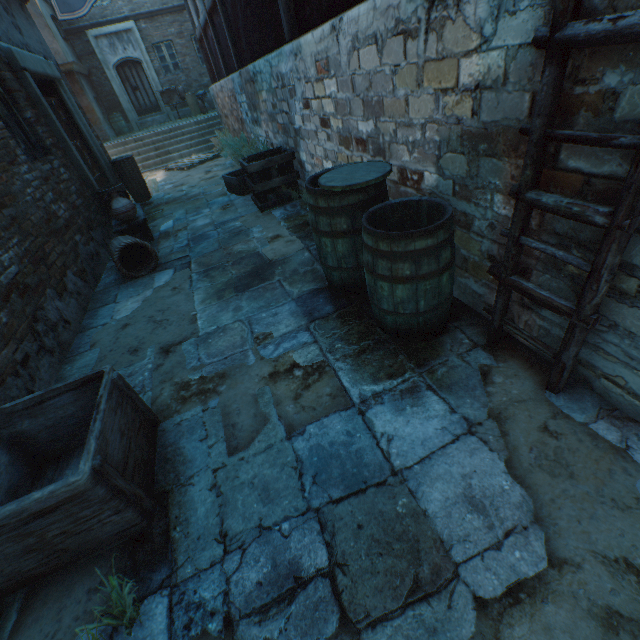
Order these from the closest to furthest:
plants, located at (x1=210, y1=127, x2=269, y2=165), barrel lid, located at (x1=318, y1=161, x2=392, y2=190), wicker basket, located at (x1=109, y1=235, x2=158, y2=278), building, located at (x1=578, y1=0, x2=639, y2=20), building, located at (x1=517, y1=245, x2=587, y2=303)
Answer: building, located at (x1=578, y1=0, x2=639, y2=20) → building, located at (x1=517, y1=245, x2=587, y2=303) → barrel lid, located at (x1=318, y1=161, x2=392, y2=190) → wicker basket, located at (x1=109, y1=235, x2=158, y2=278) → plants, located at (x1=210, y1=127, x2=269, y2=165)

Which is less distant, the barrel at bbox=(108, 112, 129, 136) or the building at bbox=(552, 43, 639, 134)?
the building at bbox=(552, 43, 639, 134)

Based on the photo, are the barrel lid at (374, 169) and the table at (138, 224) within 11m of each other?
yes

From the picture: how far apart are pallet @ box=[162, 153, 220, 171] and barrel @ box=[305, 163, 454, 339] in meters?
10.1 m

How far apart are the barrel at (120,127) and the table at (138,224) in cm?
1520

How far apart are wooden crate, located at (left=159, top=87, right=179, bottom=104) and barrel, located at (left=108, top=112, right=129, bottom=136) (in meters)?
2.66

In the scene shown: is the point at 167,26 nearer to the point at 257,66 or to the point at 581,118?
the point at 257,66

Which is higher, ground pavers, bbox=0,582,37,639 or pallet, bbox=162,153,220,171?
pallet, bbox=162,153,220,171
